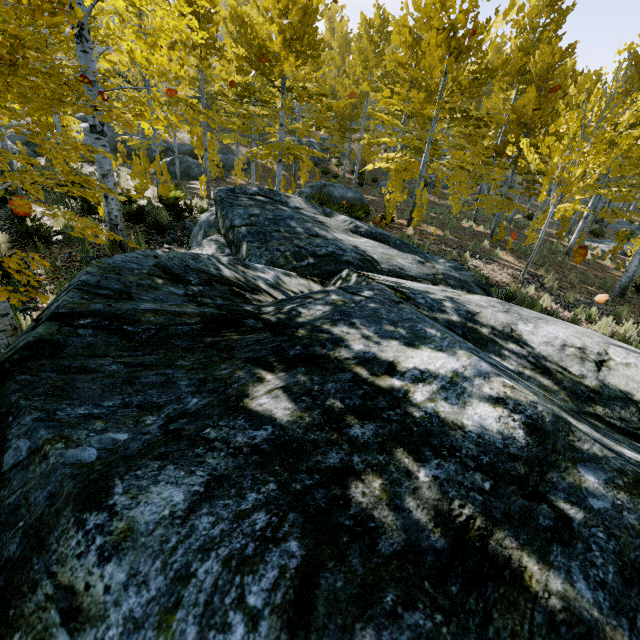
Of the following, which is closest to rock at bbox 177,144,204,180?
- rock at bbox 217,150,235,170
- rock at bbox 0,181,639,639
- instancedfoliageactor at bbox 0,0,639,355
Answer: rock at bbox 217,150,235,170

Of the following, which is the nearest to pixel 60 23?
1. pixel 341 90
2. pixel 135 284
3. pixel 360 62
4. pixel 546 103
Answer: pixel 135 284

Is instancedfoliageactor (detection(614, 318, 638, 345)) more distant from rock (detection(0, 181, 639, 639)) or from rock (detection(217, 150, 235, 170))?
rock (detection(217, 150, 235, 170))

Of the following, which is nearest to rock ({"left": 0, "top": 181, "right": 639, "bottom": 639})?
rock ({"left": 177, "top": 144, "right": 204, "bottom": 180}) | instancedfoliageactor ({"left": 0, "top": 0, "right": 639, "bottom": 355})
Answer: instancedfoliageactor ({"left": 0, "top": 0, "right": 639, "bottom": 355})

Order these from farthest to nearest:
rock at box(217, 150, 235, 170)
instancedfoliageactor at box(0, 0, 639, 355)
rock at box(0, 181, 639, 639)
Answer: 1. rock at box(217, 150, 235, 170)
2. instancedfoliageactor at box(0, 0, 639, 355)
3. rock at box(0, 181, 639, 639)

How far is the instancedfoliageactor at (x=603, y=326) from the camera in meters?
6.8

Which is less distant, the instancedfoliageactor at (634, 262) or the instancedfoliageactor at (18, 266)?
the instancedfoliageactor at (18, 266)
